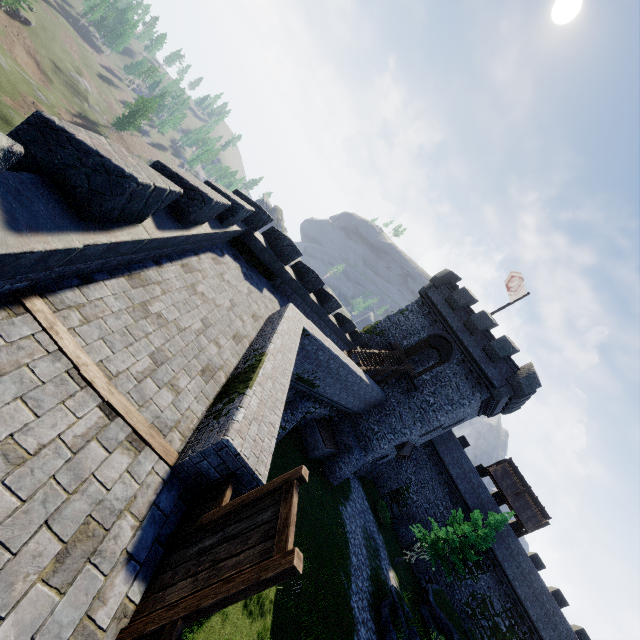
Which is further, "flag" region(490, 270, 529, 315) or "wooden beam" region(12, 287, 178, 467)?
"flag" region(490, 270, 529, 315)

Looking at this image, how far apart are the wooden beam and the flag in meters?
26.5

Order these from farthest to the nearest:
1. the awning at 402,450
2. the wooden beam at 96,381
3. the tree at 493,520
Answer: the awning at 402,450 → the tree at 493,520 → the wooden beam at 96,381

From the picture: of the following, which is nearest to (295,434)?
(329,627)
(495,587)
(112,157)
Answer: (329,627)

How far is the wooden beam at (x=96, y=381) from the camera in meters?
4.0 m

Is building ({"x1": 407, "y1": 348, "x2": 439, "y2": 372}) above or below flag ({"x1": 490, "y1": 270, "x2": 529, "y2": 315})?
below

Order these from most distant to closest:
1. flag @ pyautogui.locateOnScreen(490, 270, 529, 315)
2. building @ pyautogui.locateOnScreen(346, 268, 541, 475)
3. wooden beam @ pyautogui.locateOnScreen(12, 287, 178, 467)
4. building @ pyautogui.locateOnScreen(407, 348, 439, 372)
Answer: building @ pyautogui.locateOnScreen(407, 348, 439, 372) < flag @ pyautogui.locateOnScreen(490, 270, 529, 315) < building @ pyautogui.locateOnScreen(346, 268, 541, 475) < wooden beam @ pyautogui.locateOnScreen(12, 287, 178, 467)

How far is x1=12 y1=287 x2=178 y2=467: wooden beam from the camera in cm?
398
